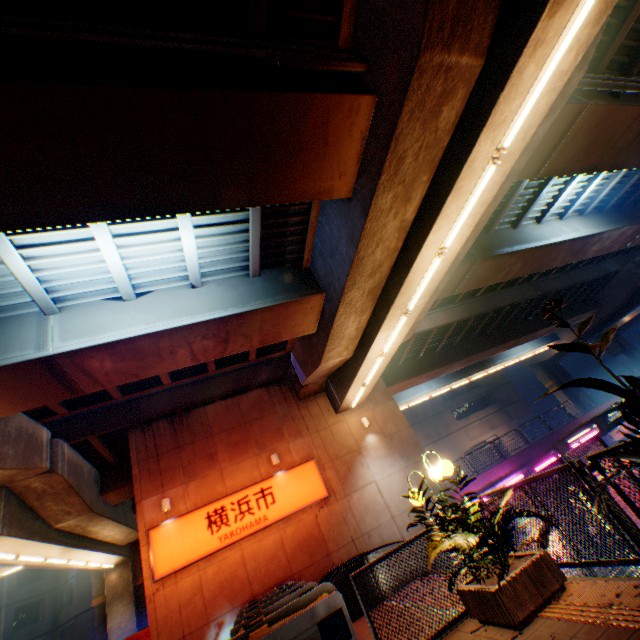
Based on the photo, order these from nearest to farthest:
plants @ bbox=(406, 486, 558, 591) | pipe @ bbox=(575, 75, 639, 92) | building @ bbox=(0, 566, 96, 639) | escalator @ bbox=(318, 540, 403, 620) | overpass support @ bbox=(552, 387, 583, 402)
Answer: plants @ bbox=(406, 486, 558, 591) → escalator @ bbox=(318, 540, 403, 620) → pipe @ bbox=(575, 75, 639, 92) → building @ bbox=(0, 566, 96, 639) → overpass support @ bbox=(552, 387, 583, 402)

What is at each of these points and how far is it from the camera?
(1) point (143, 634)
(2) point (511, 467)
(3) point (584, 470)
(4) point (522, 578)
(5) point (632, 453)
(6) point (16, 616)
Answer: (1) vending machine, 10.30m
(2) concrete block, 20.08m
(3) metal fence, 3.87m
(4) flower bed, 4.16m
(5) plants, 2.44m
(6) building, 27.23m

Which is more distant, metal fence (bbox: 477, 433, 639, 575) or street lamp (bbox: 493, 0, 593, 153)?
street lamp (bbox: 493, 0, 593, 153)

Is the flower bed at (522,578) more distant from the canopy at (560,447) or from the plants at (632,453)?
the canopy at (560,447)

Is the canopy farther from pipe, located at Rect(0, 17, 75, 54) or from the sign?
pipe, located at Rect(0, 17, 75, 54)

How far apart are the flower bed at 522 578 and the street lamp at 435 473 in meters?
0.4 m

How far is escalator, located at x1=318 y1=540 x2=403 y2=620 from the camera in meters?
8.1 m

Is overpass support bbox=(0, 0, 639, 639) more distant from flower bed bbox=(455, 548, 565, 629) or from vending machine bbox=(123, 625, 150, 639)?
flower bed bbox=(455, 548, 565, 629)
